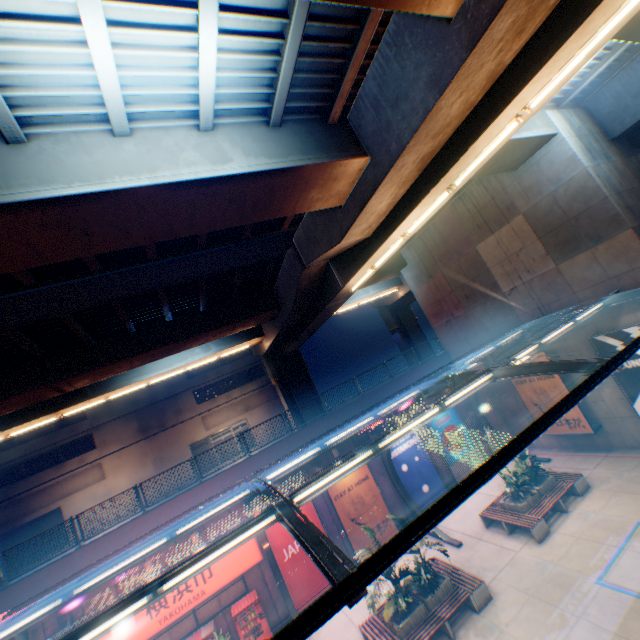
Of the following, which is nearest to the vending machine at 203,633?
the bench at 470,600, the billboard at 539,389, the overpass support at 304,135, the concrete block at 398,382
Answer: the concrete block at 398,382

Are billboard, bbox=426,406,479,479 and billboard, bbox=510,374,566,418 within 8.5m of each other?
yes

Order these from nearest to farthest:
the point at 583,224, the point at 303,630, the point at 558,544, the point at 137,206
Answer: the point at 303,630, the point at 137,206, the point at 558,544, the point at 583,224

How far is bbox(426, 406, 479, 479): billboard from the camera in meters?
19.7

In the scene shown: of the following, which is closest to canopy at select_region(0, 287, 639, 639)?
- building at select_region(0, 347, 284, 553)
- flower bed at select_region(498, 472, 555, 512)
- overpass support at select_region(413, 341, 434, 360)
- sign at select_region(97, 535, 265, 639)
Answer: sign at select_region(97, 535, 265, 639)

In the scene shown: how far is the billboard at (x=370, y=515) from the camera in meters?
16.5 m

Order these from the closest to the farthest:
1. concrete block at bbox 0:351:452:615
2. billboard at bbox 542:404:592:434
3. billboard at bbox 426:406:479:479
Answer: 1. concrete block at bbox 0:351:452:615
2. billboard at bbox 542:404:592:434
3. billboard at bbox 426:406:479:479

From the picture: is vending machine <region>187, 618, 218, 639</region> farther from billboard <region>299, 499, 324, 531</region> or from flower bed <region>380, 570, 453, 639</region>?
flower bed <region>380, 570, 453, 639</region>
